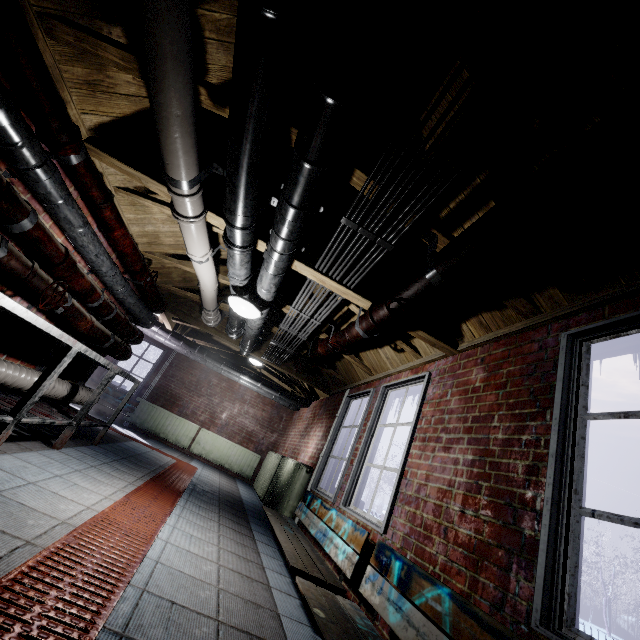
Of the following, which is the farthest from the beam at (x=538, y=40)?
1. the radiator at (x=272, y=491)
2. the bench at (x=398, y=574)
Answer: the radiator at (x=272, y=491)

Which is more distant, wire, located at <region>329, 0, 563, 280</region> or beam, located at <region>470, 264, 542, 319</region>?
beam, located at <region>470, 264, 542, 319</region>

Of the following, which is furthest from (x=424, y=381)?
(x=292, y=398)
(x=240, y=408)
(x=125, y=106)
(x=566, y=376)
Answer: (x=240, y=408)

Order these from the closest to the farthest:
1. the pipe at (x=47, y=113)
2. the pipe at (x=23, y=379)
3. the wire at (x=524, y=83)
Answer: the wire at (x=524, y=83)
the pipe at (x=47, y=113)
the pipe at (x=23, y=379)

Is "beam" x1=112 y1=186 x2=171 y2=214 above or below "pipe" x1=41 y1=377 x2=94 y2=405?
above

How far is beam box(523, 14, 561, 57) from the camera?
1.03m

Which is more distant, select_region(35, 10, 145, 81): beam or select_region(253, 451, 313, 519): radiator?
select_region(253, 451, 313, 519): radiator
